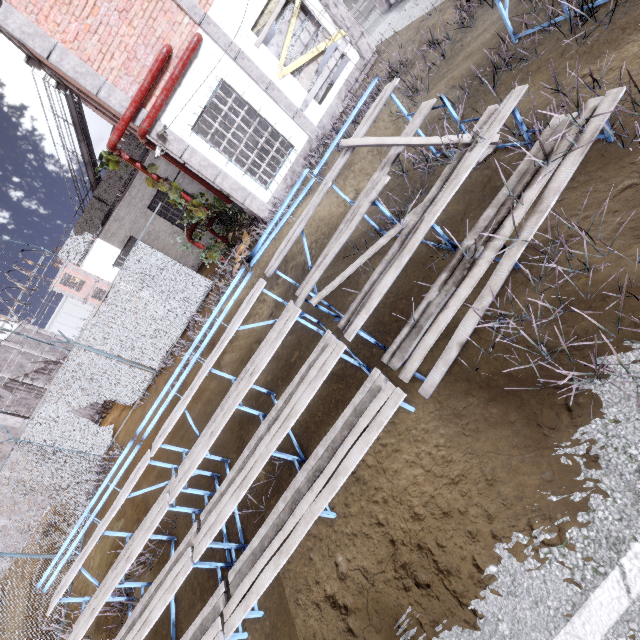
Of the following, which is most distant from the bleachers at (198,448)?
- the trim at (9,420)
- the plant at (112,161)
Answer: the trim at (9,420)

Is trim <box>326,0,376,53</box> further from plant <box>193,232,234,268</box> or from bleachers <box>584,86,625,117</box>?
bleachers <box>584,86,625,117</box>

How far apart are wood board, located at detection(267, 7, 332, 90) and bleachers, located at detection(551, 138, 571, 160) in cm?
849

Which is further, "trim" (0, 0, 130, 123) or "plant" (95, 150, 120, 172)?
"plant" (95, 150, 120, 172)

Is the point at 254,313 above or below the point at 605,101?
below

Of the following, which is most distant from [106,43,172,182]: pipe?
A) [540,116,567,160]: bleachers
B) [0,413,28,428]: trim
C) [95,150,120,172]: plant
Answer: [0,413,28,428]: trim

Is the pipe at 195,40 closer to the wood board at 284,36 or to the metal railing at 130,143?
the wood board at 284,36

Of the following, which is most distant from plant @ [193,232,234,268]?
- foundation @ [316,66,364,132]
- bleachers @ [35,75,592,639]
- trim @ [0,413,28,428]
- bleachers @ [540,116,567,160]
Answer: trim @ [0,413,28,428]
